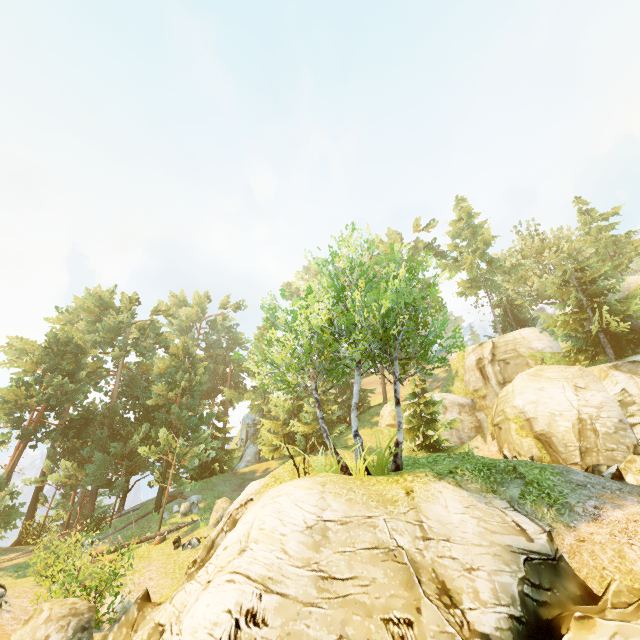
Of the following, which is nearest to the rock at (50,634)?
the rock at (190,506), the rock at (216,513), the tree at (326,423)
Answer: the tree at (326,423)

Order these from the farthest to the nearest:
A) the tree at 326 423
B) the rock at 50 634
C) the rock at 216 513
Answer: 1. the rock at 216 513
2. the tree at 326 423
3. the rock at 50 634

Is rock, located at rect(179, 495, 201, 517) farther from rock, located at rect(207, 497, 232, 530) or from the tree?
rock, located at rect(207, 497, 232, 530)

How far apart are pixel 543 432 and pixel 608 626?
17.20m

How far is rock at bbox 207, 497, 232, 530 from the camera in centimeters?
1934cm

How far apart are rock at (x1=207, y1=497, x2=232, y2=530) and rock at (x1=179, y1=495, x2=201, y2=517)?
3.29m

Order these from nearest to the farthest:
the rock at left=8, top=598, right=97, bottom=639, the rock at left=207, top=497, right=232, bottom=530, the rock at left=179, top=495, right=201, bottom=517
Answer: the rock at left=8, top=598, right=97, bottom=639, the rock at left=207, top=497, right=232, bottom=530, the rock at left=179, top=495, right=201, bottom=517

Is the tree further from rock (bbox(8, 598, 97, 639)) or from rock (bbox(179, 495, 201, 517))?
rock (bbox(8, 598, 97, 639))
